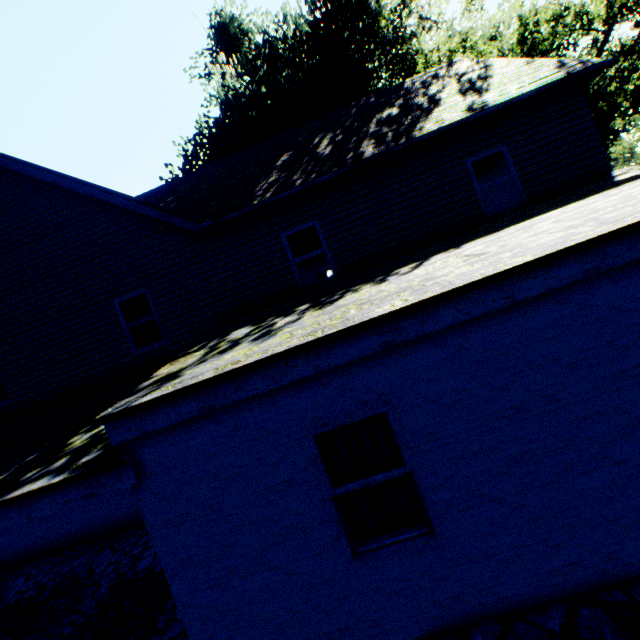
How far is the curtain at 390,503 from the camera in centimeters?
370cm

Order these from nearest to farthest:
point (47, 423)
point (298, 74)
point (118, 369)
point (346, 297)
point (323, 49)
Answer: point (346, 297) → point (47, 423) → point (118, 369) → point (323, 49) → point (298, 74)

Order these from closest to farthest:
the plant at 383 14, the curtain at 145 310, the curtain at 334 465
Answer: the curtain at 334 465
the curtain at 145 310
the plant at 383 14

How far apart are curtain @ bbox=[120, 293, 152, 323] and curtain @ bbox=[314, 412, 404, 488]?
6.8m

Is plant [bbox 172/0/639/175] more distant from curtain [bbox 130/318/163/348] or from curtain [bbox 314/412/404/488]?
curtain [bbox 130/318/163/348]

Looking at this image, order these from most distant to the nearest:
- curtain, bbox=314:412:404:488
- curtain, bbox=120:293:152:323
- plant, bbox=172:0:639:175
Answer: plant, bbox=172:0:639:175
curtain, bbox=120:293:152:323
curtain, bbox=314:412:404:488

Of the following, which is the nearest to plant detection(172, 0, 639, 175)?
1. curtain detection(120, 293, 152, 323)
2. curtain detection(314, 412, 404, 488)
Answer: curtain detection(314, 412, 404, 488)
